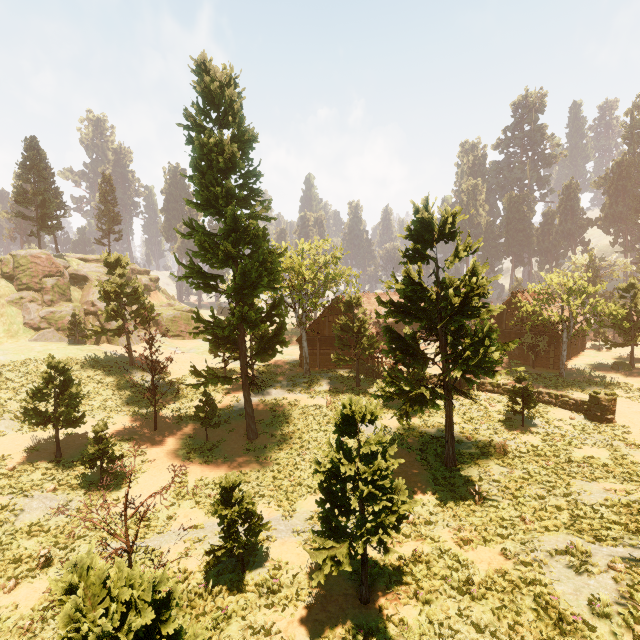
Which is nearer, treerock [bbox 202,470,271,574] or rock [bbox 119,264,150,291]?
treerock [bbox 202,470,271,574]

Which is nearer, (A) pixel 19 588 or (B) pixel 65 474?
(A) pixel 19 588

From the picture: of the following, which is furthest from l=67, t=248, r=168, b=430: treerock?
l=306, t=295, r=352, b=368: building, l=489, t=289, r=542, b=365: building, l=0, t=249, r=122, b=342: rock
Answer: l=0, t=249, r=122, b=342: rock

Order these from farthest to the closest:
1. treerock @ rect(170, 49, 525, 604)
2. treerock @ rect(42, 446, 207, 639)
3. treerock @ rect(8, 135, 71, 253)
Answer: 1. treerock @ rect(8, 135, 71, 253)
2. treerock @ rect(170, 49, 525, 604)
3. treerock @ rect(42, 446, 207, 639)

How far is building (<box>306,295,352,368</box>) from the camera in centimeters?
3612cm

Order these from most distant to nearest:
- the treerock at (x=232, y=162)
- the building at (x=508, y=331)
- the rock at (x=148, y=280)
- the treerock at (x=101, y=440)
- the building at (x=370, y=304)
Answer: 1. the rock at (x=148, y=280)
2. the building at (x=370, y=304)
3. the building at (x=508, y=331)
4. the treerock at (x=101, y=440)
5. the treerock at (x=232, y=162)

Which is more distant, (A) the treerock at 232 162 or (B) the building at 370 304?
(B) the building at 370 304

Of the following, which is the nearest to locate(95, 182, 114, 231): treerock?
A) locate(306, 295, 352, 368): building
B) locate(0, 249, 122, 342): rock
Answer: locate(306, 295, 352, 368): building
